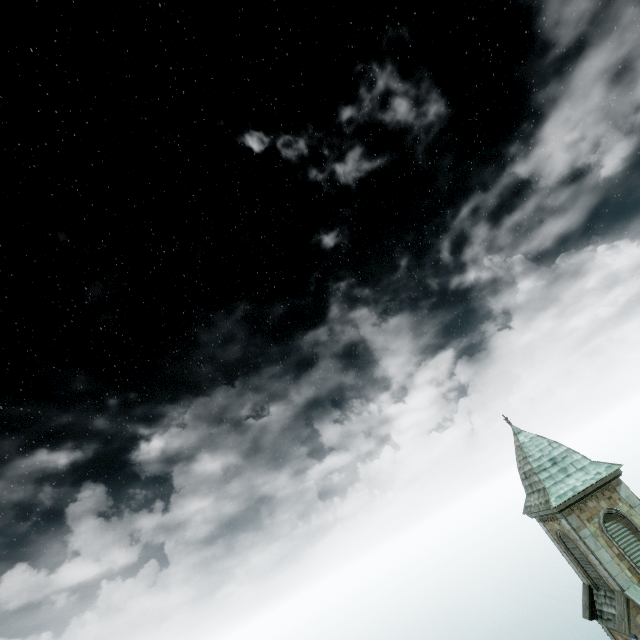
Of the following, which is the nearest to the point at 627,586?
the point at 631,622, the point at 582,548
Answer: the point at 631,622
